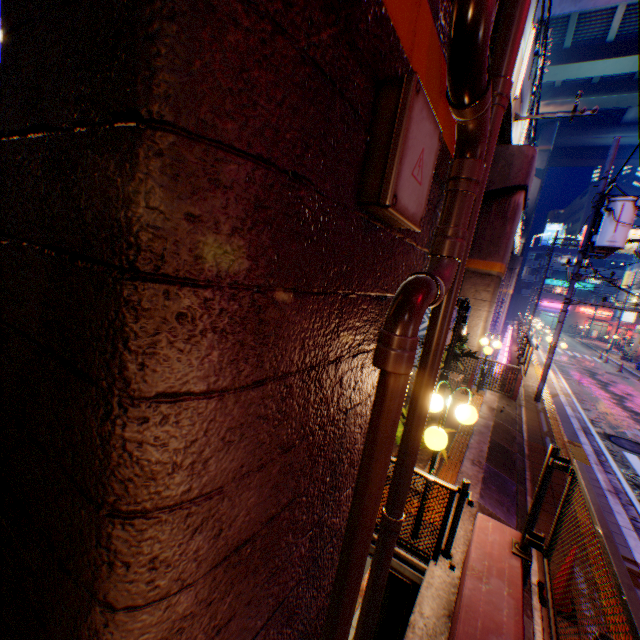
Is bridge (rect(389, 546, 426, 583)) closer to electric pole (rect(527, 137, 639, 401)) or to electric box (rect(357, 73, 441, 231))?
electric box (rect(357, 73, 441, 231))

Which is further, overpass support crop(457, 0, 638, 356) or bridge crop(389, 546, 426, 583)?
overpass support crop(457, 0, 638, 356)

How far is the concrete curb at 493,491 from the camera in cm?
556

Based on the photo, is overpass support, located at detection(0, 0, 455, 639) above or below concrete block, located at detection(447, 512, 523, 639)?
above

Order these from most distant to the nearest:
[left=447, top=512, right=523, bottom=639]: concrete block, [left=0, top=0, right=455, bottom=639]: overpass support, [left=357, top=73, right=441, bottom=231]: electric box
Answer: [left=447, top=512, right=523, bottom=639]: concrete block
[left=357, top=73, right=441, bottom=231]: electric box
[left=0, top=0, right=455, bottom=639]: overpass support

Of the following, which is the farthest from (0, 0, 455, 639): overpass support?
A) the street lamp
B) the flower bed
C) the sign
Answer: the sign

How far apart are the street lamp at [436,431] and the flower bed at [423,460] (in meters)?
0.80

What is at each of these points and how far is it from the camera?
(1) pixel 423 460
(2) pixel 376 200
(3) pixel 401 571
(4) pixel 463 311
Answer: (1) flower bed, 5.9m
(2) electric box, 1.6m
(3) bridge, 4.3m
(4) sign, 8.3m
